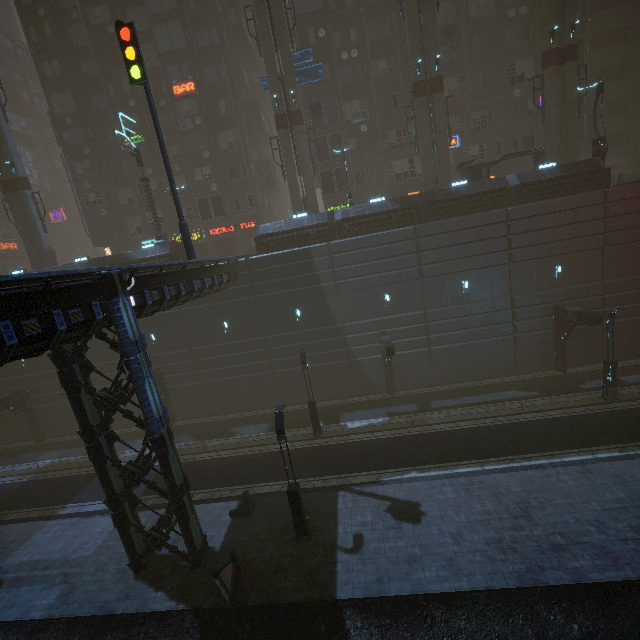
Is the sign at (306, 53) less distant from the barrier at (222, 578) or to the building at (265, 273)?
the building at (265, 273)

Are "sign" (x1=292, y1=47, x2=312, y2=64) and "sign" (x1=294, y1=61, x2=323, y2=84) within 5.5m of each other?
yes

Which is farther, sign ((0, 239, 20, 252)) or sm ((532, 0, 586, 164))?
sign ((0, 239, 20, 252))

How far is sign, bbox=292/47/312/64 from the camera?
24.8 meters

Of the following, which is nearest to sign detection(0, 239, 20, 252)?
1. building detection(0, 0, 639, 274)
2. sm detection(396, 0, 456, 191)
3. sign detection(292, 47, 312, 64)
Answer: building detection(0, 0, 639, 274)

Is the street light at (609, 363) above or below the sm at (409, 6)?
below

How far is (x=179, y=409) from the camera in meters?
26.5 m

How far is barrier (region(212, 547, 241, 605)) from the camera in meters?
11.4 m
